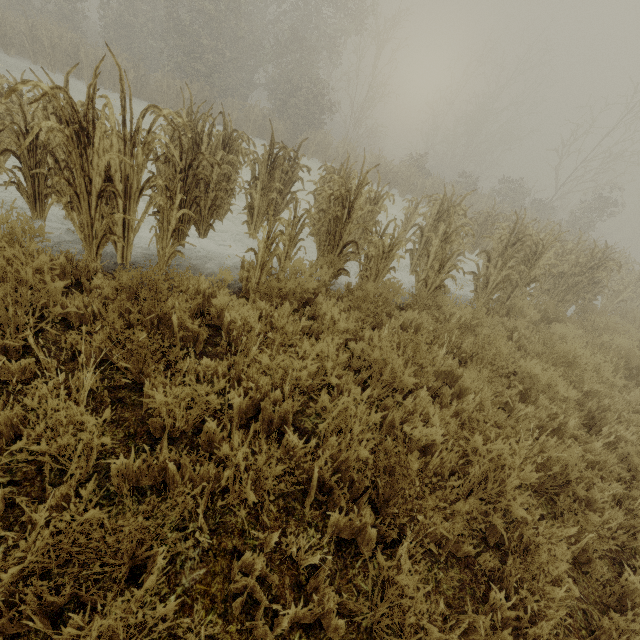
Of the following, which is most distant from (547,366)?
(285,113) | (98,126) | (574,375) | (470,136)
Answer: (470,136)
